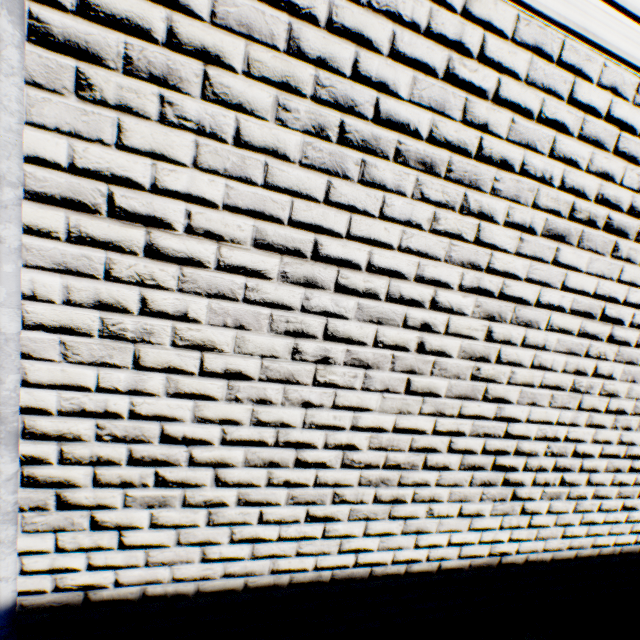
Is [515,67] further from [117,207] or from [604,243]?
[117,207]
